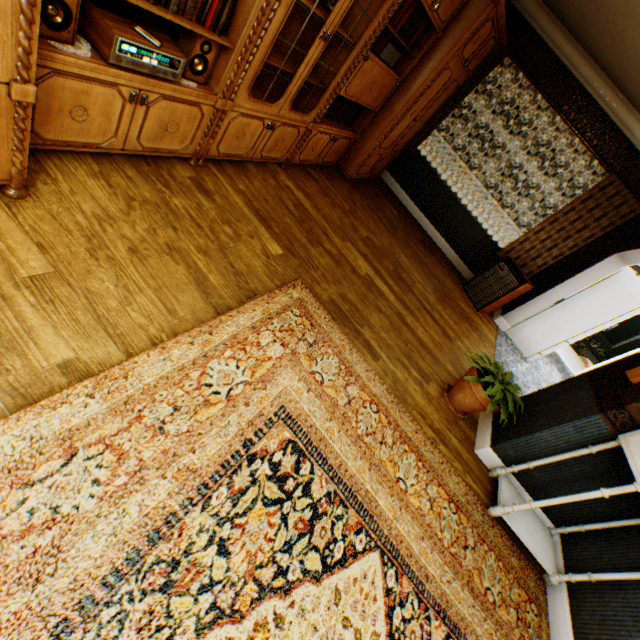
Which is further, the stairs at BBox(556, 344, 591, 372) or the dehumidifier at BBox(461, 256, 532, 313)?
the stairs at BBox(556, 344, 591, 372)

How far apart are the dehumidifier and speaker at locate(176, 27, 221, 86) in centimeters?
519cm

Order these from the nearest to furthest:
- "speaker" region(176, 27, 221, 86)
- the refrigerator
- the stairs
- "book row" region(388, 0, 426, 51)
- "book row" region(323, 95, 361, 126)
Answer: "speaker" region(176, 27, 221, 86), "book row" region(388, 0, 426, 51), "book row" region(323, 95, 361, 126), the refrigerator, the stairs

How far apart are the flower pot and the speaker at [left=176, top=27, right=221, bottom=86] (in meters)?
3.39

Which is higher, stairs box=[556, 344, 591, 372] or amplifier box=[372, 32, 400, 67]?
amplifier box=[372, 32, 400, 67]

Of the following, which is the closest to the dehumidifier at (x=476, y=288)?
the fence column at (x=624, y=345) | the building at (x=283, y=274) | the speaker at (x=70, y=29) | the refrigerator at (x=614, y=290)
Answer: the building at (x=283, y=274)

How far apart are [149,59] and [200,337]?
1.6m

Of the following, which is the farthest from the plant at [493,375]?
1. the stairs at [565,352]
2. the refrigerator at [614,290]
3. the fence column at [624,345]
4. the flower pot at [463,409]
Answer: the fence column at [624,345]
